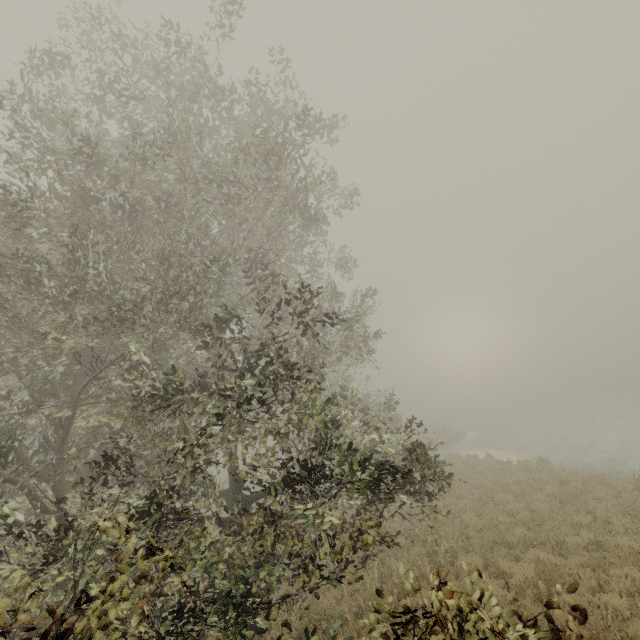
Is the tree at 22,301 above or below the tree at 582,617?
above

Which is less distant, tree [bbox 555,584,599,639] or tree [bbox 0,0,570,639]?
tree [bbox 555,584,599,639]

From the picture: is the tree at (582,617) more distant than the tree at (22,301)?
No

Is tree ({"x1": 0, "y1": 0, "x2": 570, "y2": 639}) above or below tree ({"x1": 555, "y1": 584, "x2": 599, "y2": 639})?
above

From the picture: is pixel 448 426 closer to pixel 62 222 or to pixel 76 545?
pixel 62 222
